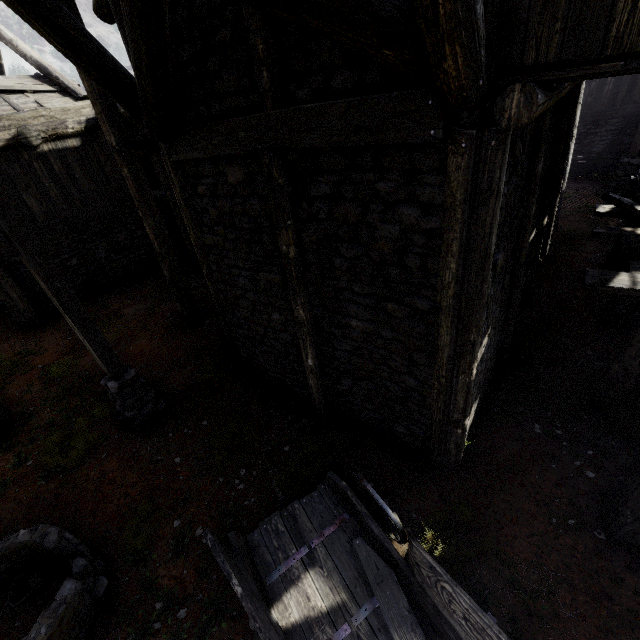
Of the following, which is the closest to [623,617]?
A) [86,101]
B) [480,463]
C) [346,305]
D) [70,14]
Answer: [480,463]

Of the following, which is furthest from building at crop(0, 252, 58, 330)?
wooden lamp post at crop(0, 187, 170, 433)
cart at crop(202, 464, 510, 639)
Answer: wooden lamp post at crop(0, 187, 170, 433)

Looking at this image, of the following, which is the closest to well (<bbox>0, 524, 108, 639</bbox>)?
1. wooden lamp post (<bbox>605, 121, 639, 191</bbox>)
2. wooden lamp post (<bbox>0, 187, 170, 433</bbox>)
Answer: wooden lamp post (<bbox>0, 187, 170, 433</bbox>)

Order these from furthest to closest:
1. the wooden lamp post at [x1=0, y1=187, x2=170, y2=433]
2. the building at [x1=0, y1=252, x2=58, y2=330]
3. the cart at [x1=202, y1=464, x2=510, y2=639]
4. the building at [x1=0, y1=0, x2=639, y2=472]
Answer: the building at [x1=0, y1=252, x2=58, y2=330] → the wooden lamp post at [x1=0, y1=187, x2=170, y2=433] → the cart at [x1=202, y1=464, x2=510, y2=639] → the building at [x1=0, y1=0, x2=639, y2=472]

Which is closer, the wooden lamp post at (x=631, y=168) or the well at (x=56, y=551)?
the well at (x=56, y=551)

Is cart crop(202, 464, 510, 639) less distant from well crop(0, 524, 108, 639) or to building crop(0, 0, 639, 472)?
building crop(0, 0, 639, 472)

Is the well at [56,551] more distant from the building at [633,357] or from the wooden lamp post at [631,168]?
the wooden lamp post at [631,168]

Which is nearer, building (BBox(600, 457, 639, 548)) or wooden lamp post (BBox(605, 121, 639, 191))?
building (BBox(600, 457, 639, 548))
